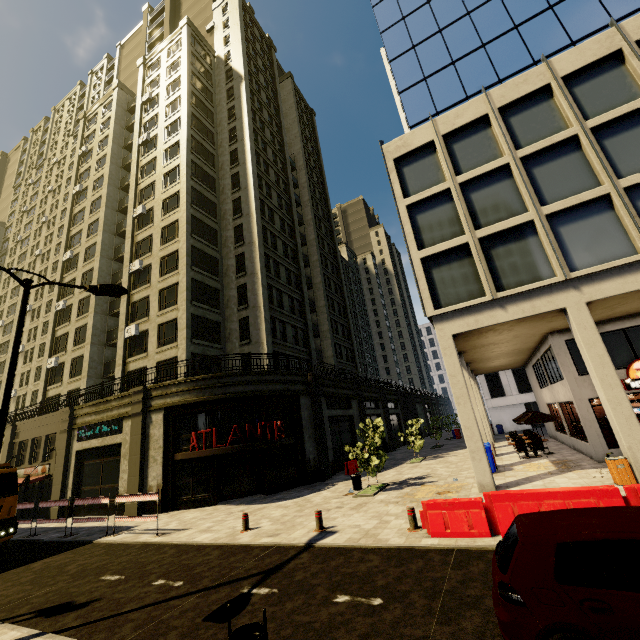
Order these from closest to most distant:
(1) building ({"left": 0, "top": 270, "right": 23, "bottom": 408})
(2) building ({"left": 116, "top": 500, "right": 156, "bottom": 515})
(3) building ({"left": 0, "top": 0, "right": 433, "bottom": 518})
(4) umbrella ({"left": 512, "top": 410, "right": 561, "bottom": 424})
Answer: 1. (2) building ({"left": 116, "top": 500, "right": 156, "bottom": 515})
2. (4) umbrella ({"left": 512, "top": 410, "right": 561, "bottom": 424})
3. (3) building ({"left": 0, "top": 0, "right": 433, "bottom": 518})
4. (1) building ({"left": 0, "top": 270, "right": 23, "bottom": 408})

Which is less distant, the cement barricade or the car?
the car

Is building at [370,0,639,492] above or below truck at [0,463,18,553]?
above

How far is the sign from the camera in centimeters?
2016cm

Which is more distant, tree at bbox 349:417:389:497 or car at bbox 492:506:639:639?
tree at bbox 349:417:389:497

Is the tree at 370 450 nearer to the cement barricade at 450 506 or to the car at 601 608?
the cement barricade at 450 506

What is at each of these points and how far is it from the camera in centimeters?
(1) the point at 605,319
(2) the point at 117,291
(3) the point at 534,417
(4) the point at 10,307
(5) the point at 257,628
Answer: (1) building, 1485cm
(2) street light, 991cm
(3) umbrella, 1838cm
(4) building, 4928cm
(5) trash bin, 374cm

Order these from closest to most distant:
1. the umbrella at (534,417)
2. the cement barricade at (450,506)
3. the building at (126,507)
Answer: the cement barricade at (450,506), the building at (126,507), the umbrella at (534,417)
